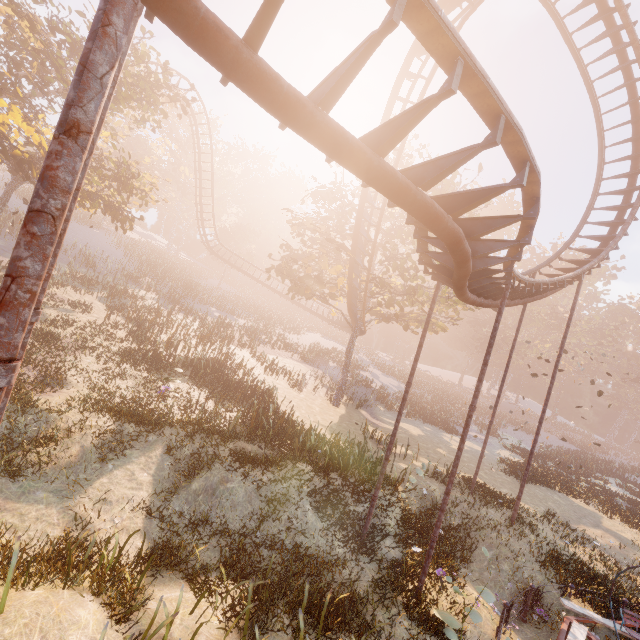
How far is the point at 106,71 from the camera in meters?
1.8 m

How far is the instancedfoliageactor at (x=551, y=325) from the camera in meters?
54.5 m

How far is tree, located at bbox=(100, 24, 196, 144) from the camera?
17.1m

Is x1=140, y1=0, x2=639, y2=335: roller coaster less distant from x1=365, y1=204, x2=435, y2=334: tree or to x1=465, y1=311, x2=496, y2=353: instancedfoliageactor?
x1=365, y1=204, x2=435, y2=334: tree

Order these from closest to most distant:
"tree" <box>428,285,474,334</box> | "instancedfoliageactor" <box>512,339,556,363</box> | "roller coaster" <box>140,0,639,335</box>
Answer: "roller coaster" <box>140,0,639,335</box> < "tree" <box>428,285,474,334</box> < "instancedfoliageactor" <box>512,339,556,363</box>

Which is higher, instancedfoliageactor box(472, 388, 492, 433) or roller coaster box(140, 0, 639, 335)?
roller coaster box(140, 0, 639, 335)

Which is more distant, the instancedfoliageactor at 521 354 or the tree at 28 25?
the instancedfoliageactor at 521 354

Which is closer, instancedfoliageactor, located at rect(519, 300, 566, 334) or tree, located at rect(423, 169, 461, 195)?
tree, located at rect(423, 169, 461, 195)
